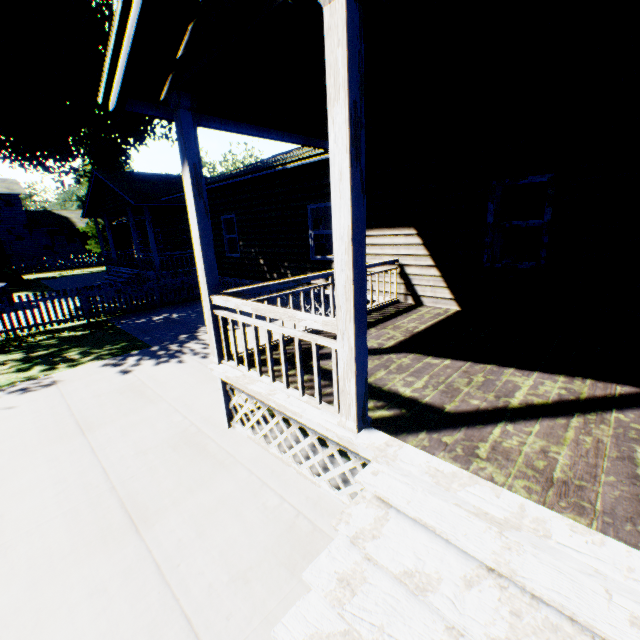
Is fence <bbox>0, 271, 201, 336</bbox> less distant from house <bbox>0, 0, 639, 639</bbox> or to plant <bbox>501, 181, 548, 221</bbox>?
house <bbox>0, 0, 639, 639</bbox>

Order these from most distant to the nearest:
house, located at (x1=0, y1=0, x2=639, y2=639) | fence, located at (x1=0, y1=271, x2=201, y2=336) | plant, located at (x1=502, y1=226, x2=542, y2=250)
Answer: plant, located at (x1=502, y1=226, x2=542, y2=250), fence, located at (x1=0, y1=271, x2=201, y2=336), house, located at (x1=0, y1=0, x2=639, y2=639)

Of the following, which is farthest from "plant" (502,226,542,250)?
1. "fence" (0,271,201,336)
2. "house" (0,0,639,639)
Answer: "fence" (0,271,201,336)

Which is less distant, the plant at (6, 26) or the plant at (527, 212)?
the plant at (527, 212)

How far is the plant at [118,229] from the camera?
34.0m

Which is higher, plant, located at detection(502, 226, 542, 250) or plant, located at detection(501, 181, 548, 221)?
plant, located at detection(501, 181, 548, 221)

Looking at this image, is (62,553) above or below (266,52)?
below
